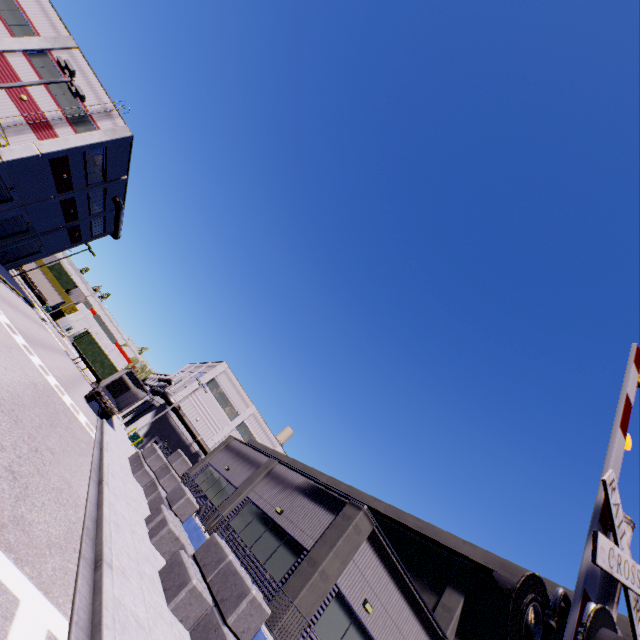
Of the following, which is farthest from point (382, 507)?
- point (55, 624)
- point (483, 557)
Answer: point (55, 624)

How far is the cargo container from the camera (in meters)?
43.50

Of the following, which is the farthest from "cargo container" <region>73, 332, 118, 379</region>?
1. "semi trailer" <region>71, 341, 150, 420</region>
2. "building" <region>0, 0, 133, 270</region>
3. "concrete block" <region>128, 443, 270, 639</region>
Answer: "concrete block" <region>128, 443, 270, 639</region>

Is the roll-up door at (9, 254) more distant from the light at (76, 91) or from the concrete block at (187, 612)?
the concrete block at (187, 612)

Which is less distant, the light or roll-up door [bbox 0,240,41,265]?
the light

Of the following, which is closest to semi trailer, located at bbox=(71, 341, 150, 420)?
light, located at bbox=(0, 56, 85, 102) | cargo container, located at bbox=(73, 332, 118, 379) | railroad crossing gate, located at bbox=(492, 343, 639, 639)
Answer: cargo container, located at bbox=(73, 332, 118, 379)

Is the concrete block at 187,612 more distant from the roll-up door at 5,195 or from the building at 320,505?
the roll-up door at 5,195

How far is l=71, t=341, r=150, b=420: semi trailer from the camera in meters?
26.8
